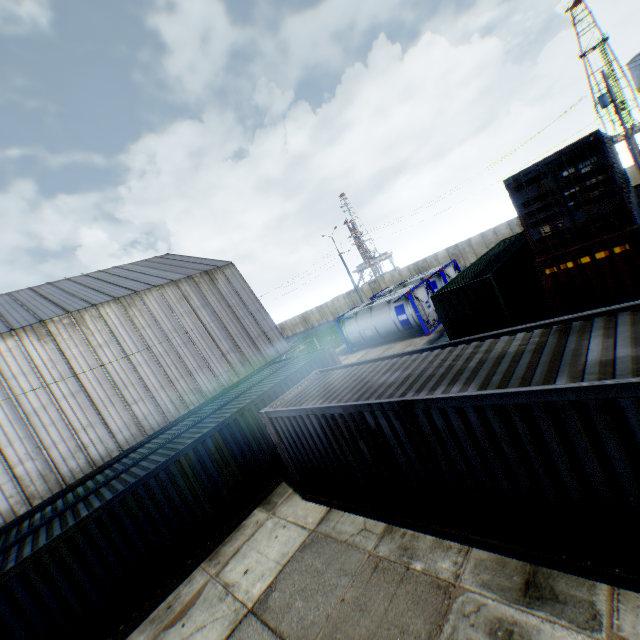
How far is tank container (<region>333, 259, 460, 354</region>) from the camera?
20.0m

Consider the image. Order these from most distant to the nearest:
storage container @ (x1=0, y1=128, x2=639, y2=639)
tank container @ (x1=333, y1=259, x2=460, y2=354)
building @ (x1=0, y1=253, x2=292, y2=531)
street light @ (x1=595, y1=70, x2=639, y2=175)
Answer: tank container @ (x1=333, y1=259, x2=460, y2=354) → street light @ (x1=595, y1=70, x2=639, y2=175) → building @ (x1=0, y1=253, x2=292, y2=531) → storage container @ (x1=0, y1=128, x2=639, y2=639)

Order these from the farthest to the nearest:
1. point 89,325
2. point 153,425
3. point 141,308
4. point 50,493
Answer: point 141,308, point 89,325, point 153,425, point 50,493

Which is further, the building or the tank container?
the tank container

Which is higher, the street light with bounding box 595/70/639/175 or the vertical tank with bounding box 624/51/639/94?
the vertical tank with bounding box 624/51/639/94

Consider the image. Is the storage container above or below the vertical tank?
below

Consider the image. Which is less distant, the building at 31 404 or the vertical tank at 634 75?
the building at 31 404

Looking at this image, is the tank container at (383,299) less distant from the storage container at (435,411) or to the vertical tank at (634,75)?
the storage container at (435,411)
